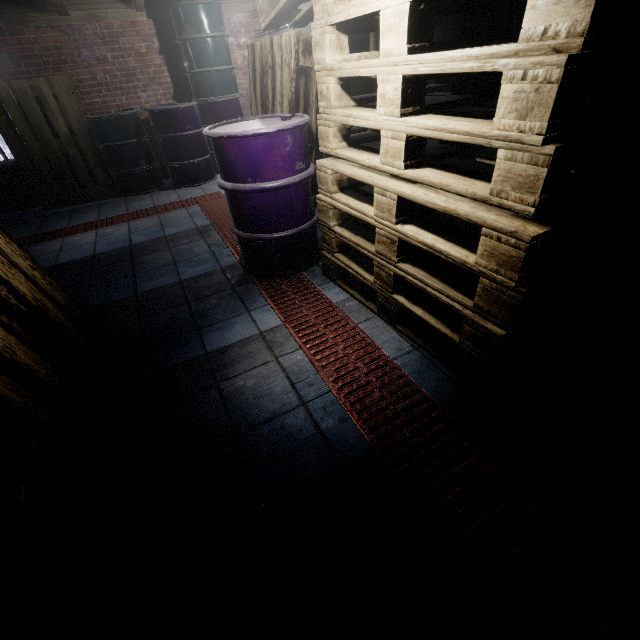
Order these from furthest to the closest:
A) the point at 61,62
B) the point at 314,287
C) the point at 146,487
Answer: the point at 61,62 → the point at 314,287 → the point at 146,487

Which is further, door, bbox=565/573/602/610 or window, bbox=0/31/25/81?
window, bbox=0/31/25/81

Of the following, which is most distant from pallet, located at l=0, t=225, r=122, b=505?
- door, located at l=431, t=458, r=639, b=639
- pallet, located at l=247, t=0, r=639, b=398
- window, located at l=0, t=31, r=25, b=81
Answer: window, located at l=0, t=31, r=25, b=81

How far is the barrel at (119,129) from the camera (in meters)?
4.34

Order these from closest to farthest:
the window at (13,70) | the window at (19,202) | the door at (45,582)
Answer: the door at (45,582) → the window at (13,70) → the window at (19,202)

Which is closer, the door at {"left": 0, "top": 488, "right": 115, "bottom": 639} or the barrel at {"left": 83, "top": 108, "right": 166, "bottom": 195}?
the door at {"left": 0, "top": 488, "right": 115, "bottom": 639}

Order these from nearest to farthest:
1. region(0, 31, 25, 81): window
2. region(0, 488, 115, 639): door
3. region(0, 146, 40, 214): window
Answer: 1. region(0, 488, 115, 639): door
2. region(0, 31, 25, 81): window
3. region(0, 146, 40, 214): window

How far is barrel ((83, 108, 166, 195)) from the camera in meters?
4.3
